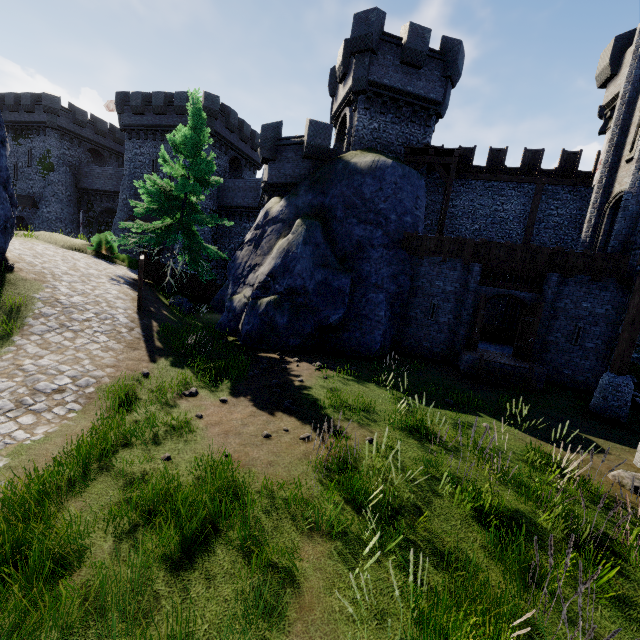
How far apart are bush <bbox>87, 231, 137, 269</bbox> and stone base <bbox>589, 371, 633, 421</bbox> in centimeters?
2405cm

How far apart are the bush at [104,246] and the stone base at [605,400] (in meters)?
24.05

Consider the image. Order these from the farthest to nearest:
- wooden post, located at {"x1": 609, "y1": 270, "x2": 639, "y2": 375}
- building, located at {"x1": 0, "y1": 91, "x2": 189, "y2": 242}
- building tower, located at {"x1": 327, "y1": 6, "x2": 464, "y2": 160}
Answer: building, located at {"x1": 0, "y1": 91, "x2": 189, "y2": 242} → building tower, located at {"x1": 327, "y1": 6, "x2": 464, "y2": 160} → wooden post, located at {"x1": 609, "y1": 270, "x2": 639, "y2": 375}

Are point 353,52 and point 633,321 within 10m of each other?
no

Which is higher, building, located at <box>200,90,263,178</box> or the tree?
building, located at <box>200,90,263,178</box>

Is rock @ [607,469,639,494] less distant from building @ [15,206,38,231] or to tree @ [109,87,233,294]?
tree @ [109,87,233,294]

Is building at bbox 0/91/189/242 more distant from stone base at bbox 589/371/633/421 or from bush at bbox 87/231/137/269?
stone base at bbox 589/371/633/421

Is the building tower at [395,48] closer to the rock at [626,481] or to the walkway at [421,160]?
the walkway at [421,160]
